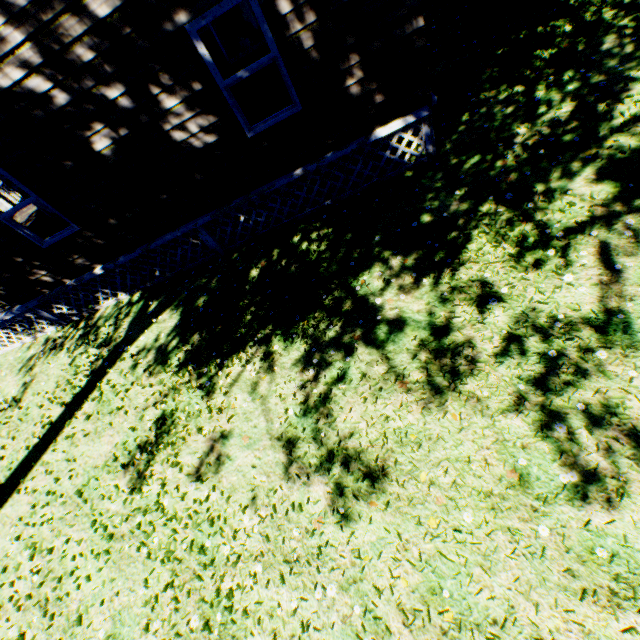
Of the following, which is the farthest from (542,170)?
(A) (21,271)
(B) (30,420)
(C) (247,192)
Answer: (B) (30,420)
